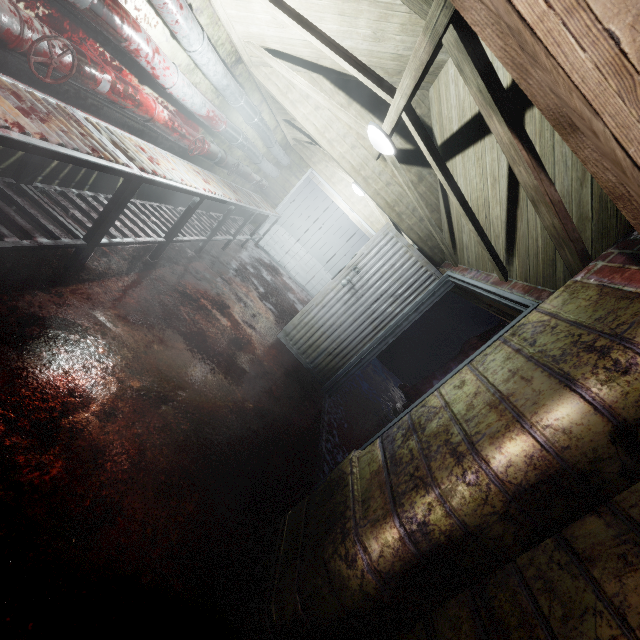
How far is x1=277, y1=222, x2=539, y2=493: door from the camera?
2.5 meters

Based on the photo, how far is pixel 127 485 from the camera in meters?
1.5

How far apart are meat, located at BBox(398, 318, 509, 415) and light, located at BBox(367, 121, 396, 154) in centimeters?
244cm

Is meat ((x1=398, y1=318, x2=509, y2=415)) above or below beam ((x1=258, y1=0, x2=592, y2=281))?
below

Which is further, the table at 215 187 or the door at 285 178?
the door at 285 178

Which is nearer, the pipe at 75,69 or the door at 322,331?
the pipe at 75,69

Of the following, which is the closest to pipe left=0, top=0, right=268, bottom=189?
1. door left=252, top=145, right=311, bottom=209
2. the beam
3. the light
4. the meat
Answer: door left=252, top=145, right=311, bottom=209

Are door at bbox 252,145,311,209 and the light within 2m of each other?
no
